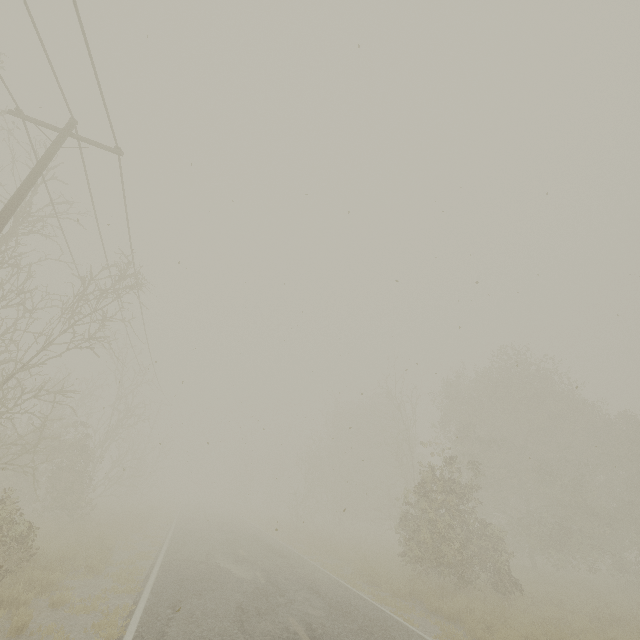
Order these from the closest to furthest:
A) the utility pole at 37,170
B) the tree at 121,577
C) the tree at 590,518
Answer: the utility pole at 37,170 → the tree at 121,577 → the tree at 590,518

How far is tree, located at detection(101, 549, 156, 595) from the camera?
9.2m

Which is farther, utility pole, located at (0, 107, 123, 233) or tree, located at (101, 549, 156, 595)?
tree, located at (101, 549, 156, 595)

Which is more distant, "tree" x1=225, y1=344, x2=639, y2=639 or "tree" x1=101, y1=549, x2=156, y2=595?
"tree" x1=225, y1=344, x2=639, y2=639

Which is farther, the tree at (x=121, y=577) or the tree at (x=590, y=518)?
the tree at (x=590, y=518)

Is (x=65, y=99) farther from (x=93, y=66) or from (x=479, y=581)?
(x=479, y=581)

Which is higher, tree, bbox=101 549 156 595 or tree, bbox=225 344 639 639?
tree, bbox=225 344 639 639

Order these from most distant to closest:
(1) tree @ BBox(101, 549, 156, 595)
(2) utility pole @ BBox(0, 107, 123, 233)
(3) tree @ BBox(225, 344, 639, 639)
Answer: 1. (3) tree @ BBox(225, 344, 639, 639)
2. (1) tree @ BBox(101, 549, 156, 595)
3. (2) utility pole @ BBox(0, 107, 123, 233)
